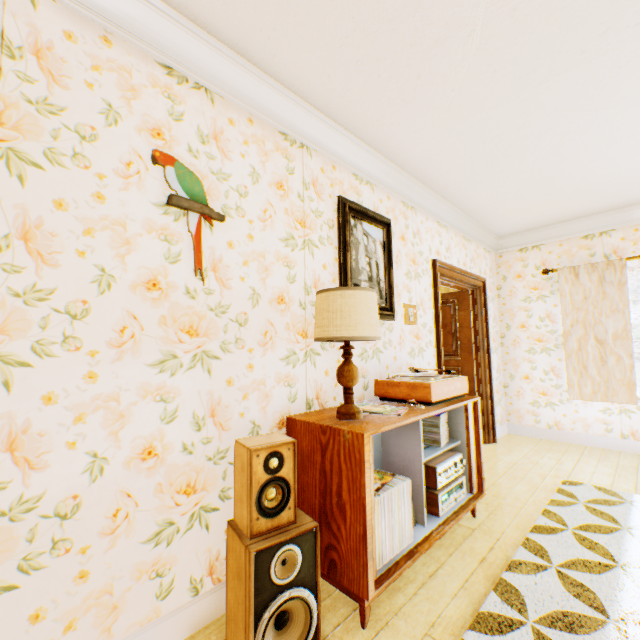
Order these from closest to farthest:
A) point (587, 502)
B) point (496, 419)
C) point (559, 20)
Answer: point (559, 20) → point (587, 502) → point (496, 419)

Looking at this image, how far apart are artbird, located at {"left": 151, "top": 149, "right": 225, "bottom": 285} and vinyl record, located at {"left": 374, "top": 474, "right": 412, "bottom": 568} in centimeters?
148cm

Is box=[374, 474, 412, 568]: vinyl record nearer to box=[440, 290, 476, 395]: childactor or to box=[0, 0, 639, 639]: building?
box=[0, 0, 639, 639]: building

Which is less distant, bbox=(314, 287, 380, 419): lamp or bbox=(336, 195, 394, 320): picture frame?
bbox=(314, 287, 380, 419): lamp

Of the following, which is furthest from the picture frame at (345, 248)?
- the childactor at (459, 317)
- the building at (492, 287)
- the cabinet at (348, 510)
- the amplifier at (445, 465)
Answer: the childactor at (459, 317)

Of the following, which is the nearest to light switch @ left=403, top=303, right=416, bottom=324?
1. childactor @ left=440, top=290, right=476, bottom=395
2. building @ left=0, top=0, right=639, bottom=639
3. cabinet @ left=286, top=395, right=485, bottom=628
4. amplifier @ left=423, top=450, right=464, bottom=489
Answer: building @ left=0, top=0, right=639, bottom=639

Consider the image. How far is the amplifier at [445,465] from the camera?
2.3 meters

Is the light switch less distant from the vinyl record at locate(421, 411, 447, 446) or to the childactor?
the vinyl record at locate(421, 411, 447, 446)
